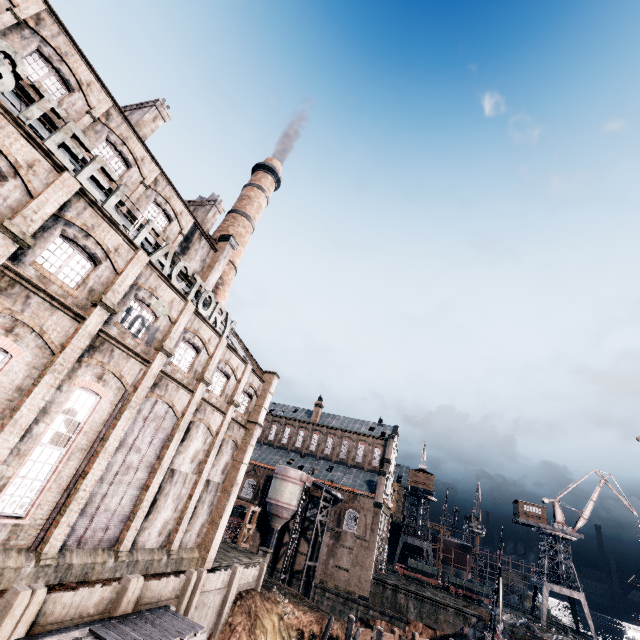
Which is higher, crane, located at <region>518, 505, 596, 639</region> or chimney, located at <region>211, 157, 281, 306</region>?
chimney, located at <region>211, 157, 281, 306</region>

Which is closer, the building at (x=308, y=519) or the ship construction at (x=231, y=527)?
the building at (x=308, y=519)

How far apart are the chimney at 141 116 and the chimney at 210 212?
7.59m

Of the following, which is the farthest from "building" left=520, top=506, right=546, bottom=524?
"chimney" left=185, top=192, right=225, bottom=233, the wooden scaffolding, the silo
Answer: "chimney" left=185, top=192, right=225, bottom=233

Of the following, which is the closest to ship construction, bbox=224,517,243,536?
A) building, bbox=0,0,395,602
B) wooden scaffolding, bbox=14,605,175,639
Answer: building, bbox=0,0,395,602

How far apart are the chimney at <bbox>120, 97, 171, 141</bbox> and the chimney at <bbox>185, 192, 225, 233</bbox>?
7.6 meters

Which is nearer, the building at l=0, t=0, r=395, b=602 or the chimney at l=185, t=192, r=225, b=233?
the building at l=0, t=0, r=395, b=602

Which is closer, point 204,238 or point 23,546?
point 23,546
